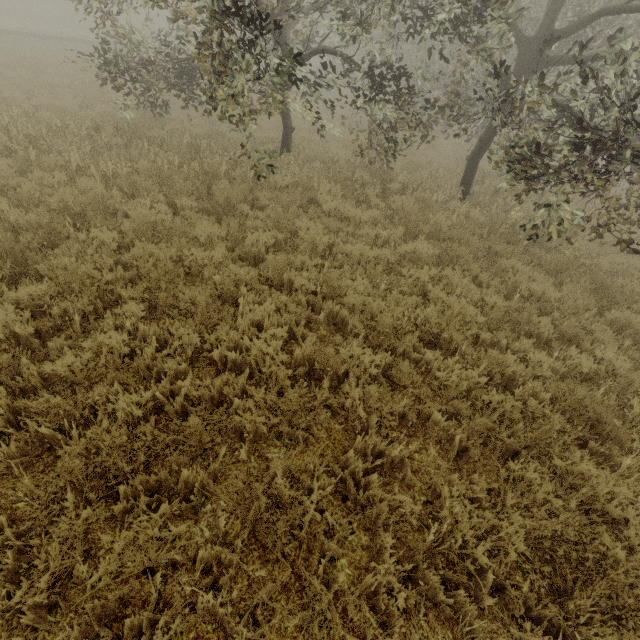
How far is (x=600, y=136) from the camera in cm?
548
